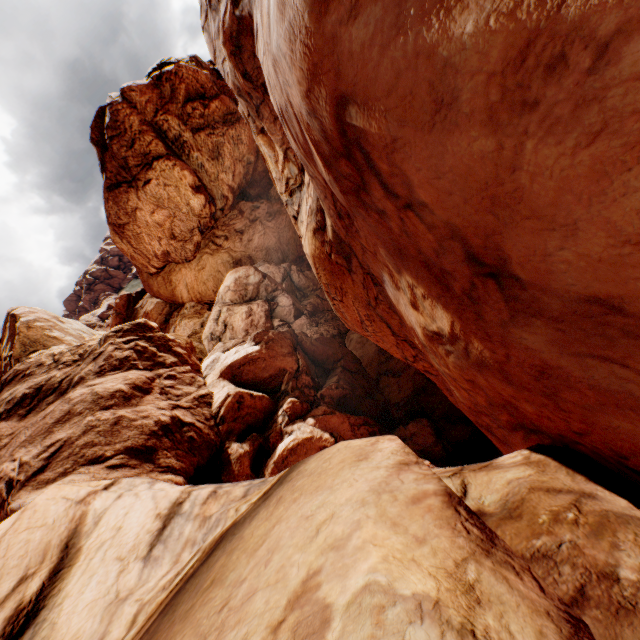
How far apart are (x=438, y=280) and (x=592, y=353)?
2.5 meters
